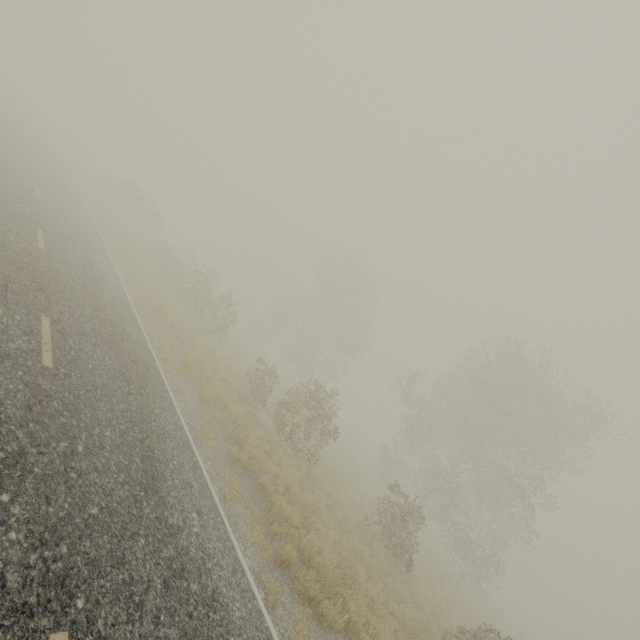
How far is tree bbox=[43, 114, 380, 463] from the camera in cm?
1650

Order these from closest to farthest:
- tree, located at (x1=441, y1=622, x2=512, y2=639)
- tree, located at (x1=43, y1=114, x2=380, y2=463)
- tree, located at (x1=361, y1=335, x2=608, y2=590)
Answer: tree, located at (x1=441, y1=622, x2=512, y2=639) → tree, located at (x1=43, y1=114, x2=380, y2=463) → tree, located at (x1=361, y1=335, x2=608, y2=590)

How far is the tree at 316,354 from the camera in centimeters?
1650cm

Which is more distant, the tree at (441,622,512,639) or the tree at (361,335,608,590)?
the tree at (361,335,608,590)

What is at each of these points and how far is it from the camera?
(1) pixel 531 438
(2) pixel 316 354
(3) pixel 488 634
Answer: (1) tree, 23.11m
(2) tree, 36.25m
(3) tree, 11.23m
